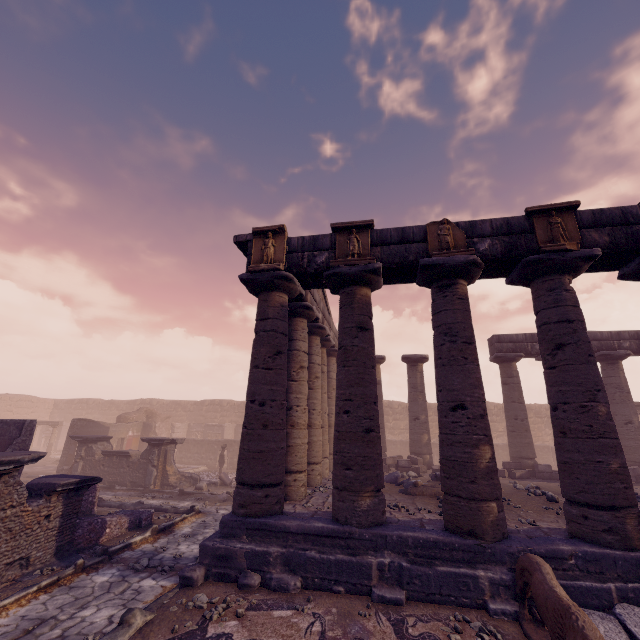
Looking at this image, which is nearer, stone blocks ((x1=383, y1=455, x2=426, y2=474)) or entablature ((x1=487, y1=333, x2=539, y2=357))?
stone blocks ((x1=383, y1=455, x2=426, y2=474))

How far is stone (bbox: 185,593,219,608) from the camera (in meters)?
5.03

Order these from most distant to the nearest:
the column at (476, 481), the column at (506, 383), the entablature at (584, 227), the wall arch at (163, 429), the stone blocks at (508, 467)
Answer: the wall arch at (163, 429) → the column at (506, 383) → the stone blocks at (508, 467) → the entablature at (584, 227) → the column at (476, 481)

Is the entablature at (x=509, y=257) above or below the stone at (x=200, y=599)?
above

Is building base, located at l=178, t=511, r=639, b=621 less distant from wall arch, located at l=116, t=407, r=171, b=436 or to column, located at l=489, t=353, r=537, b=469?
column, located at l=489, t=353, r=537, b=469

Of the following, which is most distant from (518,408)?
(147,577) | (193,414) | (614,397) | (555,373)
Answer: (193,414)

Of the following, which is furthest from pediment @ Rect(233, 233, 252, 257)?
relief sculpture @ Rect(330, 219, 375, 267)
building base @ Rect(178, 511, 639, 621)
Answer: building base @ Rect(178, 511, 639, 621)

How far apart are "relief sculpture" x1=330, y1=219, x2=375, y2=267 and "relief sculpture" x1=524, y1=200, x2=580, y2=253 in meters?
3.3 m
